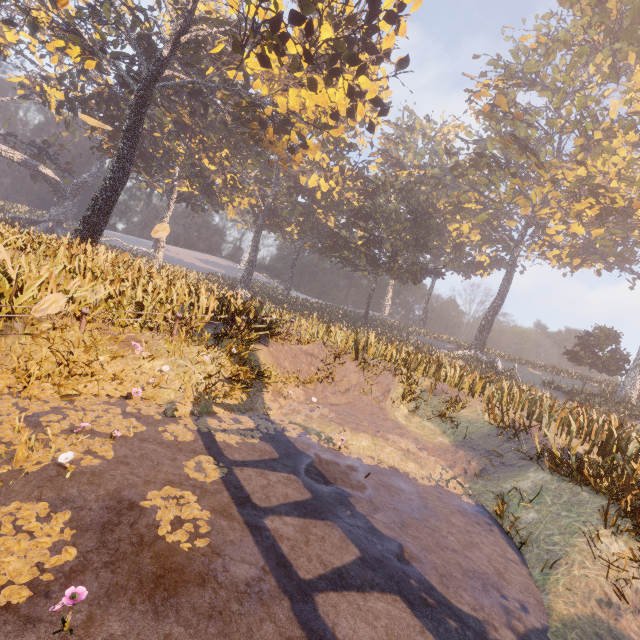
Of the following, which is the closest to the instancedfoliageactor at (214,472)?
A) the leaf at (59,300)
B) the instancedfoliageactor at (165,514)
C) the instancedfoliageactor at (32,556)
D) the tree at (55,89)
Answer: the instancedfoliageactor at (165,514)

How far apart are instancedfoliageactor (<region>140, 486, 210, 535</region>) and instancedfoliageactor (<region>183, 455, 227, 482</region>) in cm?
37

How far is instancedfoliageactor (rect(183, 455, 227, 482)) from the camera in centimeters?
488cm

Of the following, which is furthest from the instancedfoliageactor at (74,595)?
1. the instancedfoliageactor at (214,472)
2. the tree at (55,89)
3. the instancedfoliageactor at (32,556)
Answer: the tree at (55,89)

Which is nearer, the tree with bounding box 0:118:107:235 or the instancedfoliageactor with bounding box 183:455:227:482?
the instancedfoliageactor with bounding box 183:455:227:482

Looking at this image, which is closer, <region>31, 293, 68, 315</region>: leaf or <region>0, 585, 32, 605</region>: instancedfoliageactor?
<region>0, 585, 32, 605</region>: instancedfoliageactor

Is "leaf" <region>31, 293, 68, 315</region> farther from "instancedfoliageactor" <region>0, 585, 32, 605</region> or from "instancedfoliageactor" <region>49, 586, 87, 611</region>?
"instancedfoliageactor" <region>49, 586, 87, 611</region>

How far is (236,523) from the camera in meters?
4.2
